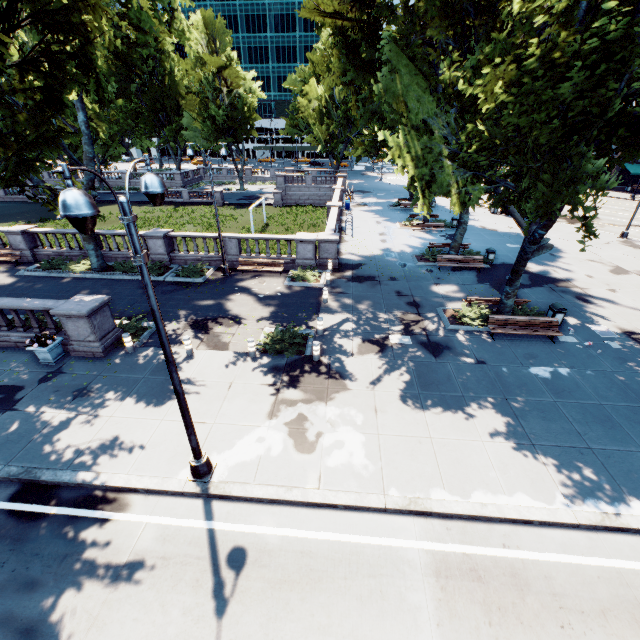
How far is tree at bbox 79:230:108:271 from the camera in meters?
20.2 m

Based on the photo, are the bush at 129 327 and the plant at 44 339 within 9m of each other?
yes

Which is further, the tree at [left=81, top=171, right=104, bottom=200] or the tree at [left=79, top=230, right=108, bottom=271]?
the tree at [left=79, top=230, right=108, bottom=271]

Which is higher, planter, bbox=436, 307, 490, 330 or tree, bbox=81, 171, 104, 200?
tree, bbox=81, 171, 104, 200

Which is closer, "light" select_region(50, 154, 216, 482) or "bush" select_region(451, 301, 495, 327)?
"light" select_region(50, 154, 216, 482)

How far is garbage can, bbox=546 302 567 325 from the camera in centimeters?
1475cm

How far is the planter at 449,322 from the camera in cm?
1479

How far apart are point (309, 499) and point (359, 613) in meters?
2.4
